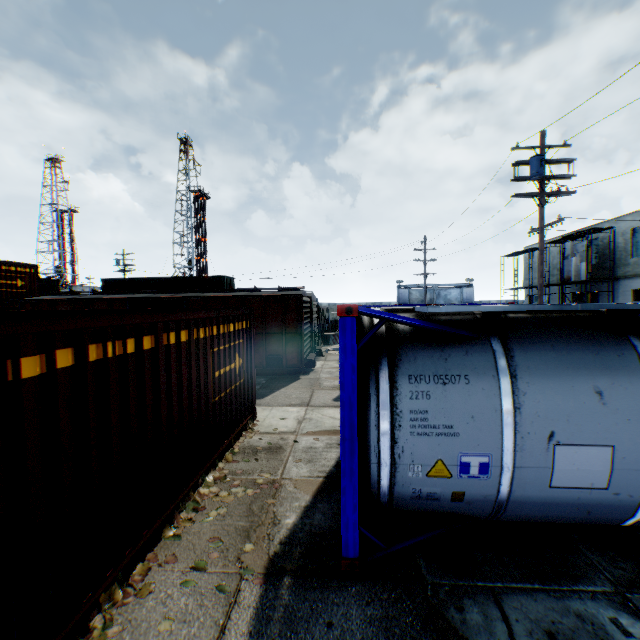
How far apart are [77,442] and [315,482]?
3.69m

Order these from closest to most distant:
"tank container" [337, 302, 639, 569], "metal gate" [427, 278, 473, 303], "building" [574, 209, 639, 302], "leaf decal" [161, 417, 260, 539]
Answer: "tank container" [337, 302, 639, 569] → "leaf decal" [161, 417, 260, 539] → "building" [574, 209, 639, 302] → "metal gate" [427, 278, 473, 303]

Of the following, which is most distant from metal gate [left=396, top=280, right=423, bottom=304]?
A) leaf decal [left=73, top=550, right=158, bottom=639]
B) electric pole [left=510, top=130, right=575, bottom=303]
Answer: leaf decal [left=73, top=550, right=158, bottom=639]

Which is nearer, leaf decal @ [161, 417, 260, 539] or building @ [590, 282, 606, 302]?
leaf decal @ [161, 417, 260, 539]

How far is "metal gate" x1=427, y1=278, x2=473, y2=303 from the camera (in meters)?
49.75

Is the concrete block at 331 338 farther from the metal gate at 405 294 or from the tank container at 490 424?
the metal gate at 405 294

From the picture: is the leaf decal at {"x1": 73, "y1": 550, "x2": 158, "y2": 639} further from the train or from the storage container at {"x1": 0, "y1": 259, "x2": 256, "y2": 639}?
the train

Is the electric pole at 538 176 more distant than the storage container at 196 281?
No
